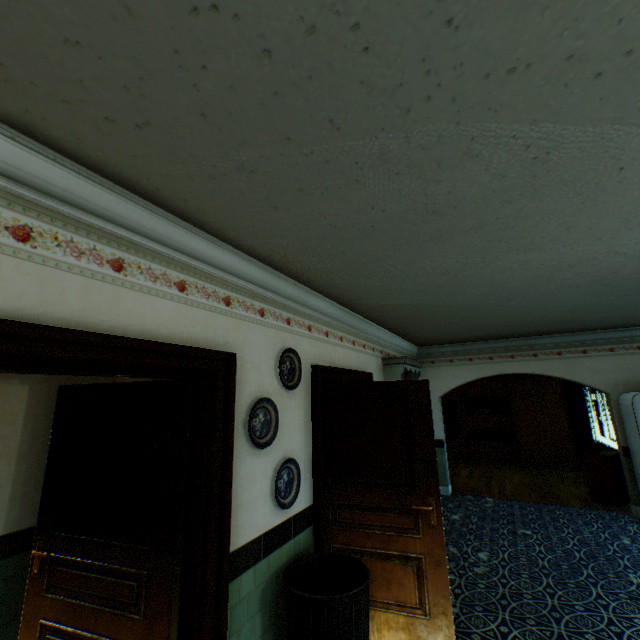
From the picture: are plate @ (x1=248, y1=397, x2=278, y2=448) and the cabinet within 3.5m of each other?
no

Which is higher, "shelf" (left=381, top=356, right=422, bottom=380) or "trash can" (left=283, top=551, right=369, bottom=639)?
"shelf" (left=381, top=356, right=422, bottom=380)

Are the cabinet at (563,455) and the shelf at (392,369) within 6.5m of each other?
yes

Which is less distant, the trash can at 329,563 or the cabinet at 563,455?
the trash can at 329,563

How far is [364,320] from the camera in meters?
4.6

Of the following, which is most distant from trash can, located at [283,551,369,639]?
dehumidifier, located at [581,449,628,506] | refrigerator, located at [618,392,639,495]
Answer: dehumidifier, located at [581,449,628,506]

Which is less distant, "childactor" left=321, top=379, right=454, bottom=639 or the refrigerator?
"childactor" left=321, top=379, right=454, bottom=639

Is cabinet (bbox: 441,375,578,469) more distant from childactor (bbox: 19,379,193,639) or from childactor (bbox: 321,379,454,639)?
childactor (bbox: 19,379,193,639)
